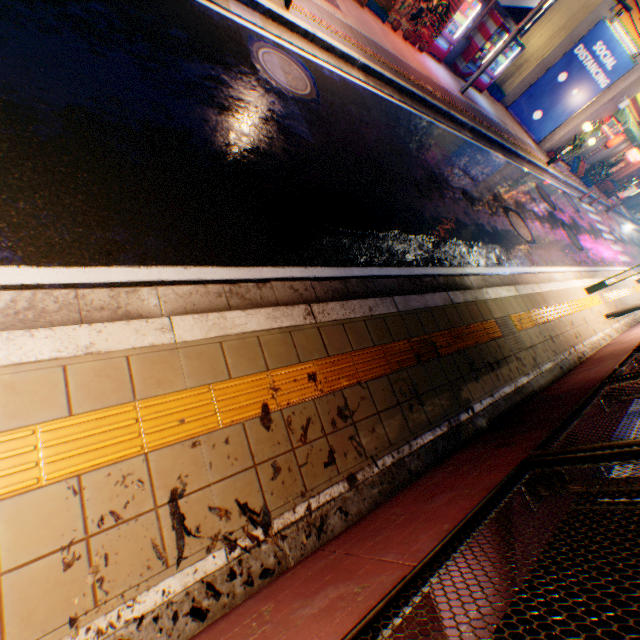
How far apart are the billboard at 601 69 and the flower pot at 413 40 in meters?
9.1

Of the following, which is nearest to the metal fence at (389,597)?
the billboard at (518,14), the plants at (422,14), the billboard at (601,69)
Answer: the billboard at (518,14)

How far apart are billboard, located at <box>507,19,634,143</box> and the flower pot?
9.10m

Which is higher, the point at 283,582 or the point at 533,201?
the point at 283,582

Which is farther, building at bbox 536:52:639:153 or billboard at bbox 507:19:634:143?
building at bbox 536:52:639:153

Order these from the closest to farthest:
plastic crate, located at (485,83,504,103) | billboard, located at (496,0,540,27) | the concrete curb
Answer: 1. the concrete curb
2. billboard, located at (496,0,540,27)
3. plastic crate, located at (485,83,504,103)

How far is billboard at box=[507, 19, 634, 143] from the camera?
14.45m

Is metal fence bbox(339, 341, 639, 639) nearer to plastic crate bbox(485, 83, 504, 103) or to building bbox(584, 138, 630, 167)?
building bbox(584, 138, 630, 167)
